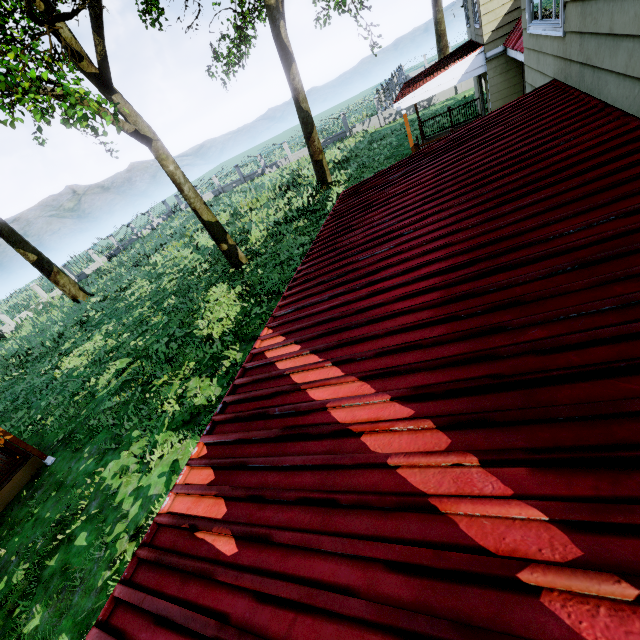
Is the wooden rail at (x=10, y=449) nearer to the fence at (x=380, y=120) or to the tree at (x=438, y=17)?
the tree at (x=438, y=17)

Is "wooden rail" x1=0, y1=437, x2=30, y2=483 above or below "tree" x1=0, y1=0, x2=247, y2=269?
below

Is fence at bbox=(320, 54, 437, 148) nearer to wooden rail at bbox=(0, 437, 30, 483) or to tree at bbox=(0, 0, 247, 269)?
tree at bbox=(0, 0, 247, 269)

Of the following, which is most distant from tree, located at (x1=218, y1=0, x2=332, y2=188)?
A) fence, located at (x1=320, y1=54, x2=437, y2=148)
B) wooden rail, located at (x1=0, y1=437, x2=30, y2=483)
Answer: wooden rail, located at (x1=0, y1=437, x2=30, y2=483)

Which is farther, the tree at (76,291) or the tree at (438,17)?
the tree at (438,17)

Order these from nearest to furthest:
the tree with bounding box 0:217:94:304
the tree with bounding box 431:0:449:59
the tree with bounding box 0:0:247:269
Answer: the tree with bounding box 0:0:247:269 < the tree with bounding box 0:217:94:304 < the tree with bounding box 431:0:449:59

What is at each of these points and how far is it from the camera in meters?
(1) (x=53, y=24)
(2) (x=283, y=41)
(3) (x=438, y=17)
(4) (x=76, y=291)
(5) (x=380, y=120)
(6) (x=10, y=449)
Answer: (1) tree, 9.3
(2) tree, 15.5
(3) tree, 29.2
(4) tree, 22.8
(5) fence, 28.8
(6) wooden rail, 8.7
